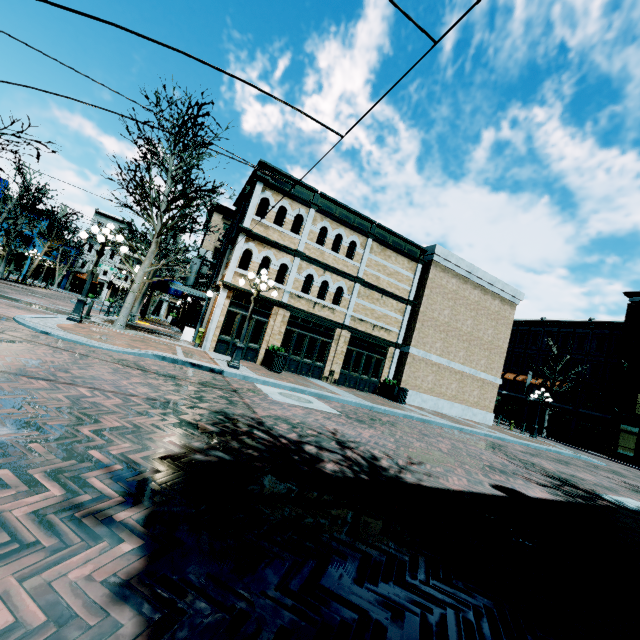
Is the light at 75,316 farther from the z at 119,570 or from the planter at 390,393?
the planter at 390,393

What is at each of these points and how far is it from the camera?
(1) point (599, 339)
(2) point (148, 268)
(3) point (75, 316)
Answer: (1) building, 34.47m
(2) tree, 13.66m
(3) light, 11.03m

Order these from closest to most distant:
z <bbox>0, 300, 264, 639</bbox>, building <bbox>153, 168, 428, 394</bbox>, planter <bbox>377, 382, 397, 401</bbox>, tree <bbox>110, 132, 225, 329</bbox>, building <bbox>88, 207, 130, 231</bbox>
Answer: z <bbox>0, 300, 264, 639</bbox>, tree <bbox>110, 132, 225, 329</bbox>, building <bbox>153, 168, 428, 394</bbox>, planter <bbox>377, 382, 397, 401</bbox>, building <bbox>88, 207, 130, 231</bbox>

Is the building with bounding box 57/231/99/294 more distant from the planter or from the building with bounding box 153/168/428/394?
the planter

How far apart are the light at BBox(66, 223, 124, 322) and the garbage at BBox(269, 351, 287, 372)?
7.01m

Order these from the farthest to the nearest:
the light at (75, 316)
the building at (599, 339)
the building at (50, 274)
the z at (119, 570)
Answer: the building at (50, 274) < the building at (599, 339) < the light at (75, 316) < the z at (119, 570)

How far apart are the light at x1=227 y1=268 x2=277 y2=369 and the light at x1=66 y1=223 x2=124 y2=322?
4.4 meters

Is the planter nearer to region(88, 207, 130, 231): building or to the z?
the z
